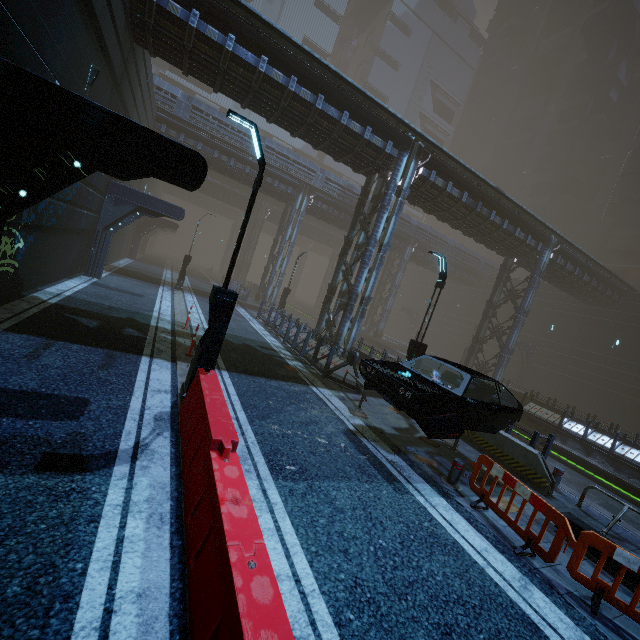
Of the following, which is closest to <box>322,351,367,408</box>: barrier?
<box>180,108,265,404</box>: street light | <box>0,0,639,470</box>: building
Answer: <box>0,0,639,470</box>: building

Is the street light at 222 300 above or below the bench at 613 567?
above

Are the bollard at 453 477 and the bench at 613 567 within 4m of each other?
yes

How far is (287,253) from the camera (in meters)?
30.41

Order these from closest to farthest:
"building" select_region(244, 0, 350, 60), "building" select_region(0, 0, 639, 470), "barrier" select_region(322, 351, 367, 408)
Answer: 1. "building" select_region(0, 0, 639, 470)
2. "barrier" select_region(322, 351, 367, 408)
3. "building" select_region(244, 0, 350, 60)

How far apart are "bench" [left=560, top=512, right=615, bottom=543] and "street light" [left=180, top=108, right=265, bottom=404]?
7.6 meters

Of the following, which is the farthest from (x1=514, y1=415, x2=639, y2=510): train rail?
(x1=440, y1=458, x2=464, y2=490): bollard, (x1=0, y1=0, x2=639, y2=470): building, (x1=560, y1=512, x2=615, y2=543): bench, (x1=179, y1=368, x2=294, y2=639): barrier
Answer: (x1=179, y1=368, x2=294, y2=639): barrier

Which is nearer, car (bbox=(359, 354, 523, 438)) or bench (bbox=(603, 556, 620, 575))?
bench (bbox=(603, 556, 620, 575))
